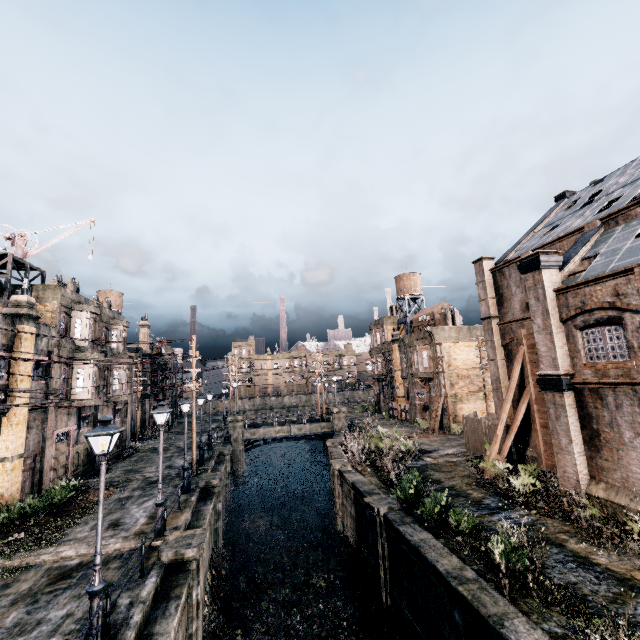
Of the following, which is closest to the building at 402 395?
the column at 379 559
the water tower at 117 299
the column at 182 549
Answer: the column at 379 559

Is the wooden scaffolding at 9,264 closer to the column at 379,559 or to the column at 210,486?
the column at 210,486

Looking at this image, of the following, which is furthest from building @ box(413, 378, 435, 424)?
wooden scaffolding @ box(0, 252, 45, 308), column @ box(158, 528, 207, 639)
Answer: wooden scaffolding @ box(0, 252, 45, 308)

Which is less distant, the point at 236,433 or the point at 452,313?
the point at 236,433

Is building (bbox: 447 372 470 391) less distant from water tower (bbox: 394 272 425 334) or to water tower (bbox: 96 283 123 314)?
water tower (bbox: 394 272 425 334)

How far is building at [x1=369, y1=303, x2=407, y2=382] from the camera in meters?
48.2

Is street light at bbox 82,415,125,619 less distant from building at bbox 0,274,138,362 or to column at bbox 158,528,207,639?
column at bbox 158,528,207,639

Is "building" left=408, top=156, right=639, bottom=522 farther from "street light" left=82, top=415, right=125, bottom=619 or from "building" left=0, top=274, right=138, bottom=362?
"building" left=0, top=274, right=138, bottom=362
